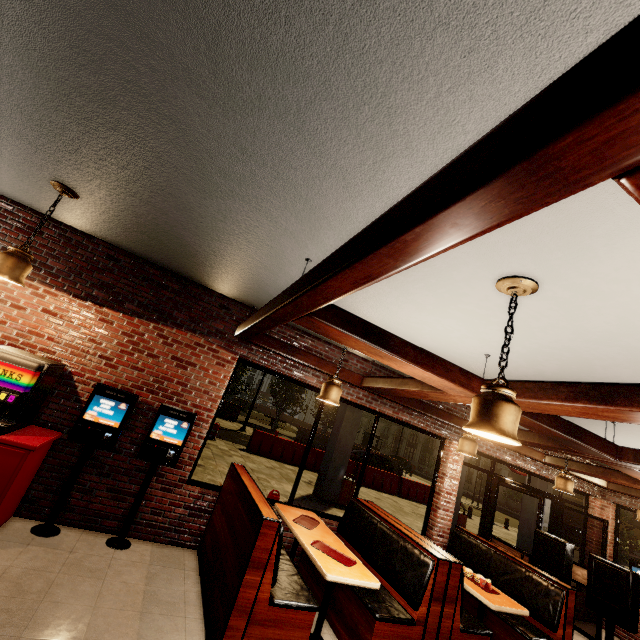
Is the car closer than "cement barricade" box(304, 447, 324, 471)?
No

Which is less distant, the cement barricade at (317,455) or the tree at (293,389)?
the cement barricade at (317,455)

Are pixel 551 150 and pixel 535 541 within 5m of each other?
no

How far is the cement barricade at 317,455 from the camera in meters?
14.7 m

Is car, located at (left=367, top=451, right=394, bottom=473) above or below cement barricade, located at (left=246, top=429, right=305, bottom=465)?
above

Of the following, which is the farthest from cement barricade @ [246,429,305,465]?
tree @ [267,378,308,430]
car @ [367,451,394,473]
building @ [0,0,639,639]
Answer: tree @ [267,378,308,430]

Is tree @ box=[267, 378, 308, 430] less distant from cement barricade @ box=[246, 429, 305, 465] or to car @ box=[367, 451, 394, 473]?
car @ box=[367, 451, 394, 473]
